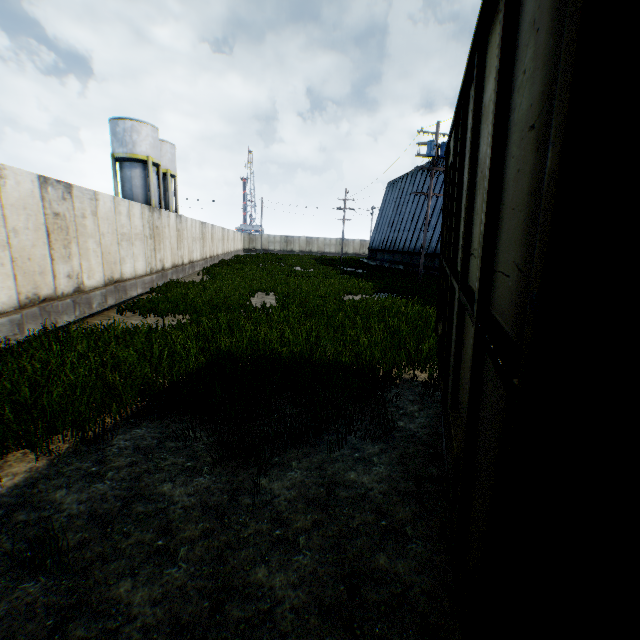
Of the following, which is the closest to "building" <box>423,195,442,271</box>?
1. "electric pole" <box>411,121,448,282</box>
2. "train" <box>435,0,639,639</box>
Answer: "electric pole" <box>411,121,448,282</box>

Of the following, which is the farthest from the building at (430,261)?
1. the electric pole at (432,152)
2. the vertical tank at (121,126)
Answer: the vertical tank at (121,126)

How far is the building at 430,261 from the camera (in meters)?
28.26

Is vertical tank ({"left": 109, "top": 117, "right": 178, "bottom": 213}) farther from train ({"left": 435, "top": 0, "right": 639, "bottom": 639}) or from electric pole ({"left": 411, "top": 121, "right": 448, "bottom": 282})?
train ({"left": 435, "top": 0, "right": 639, "bottom": 639})

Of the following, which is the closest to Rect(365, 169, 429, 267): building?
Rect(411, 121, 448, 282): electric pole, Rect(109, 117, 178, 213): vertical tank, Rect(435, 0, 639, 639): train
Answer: Rect(411, 121, 448, 282): electric pole

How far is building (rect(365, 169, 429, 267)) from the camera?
33.1 meters

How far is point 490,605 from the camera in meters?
1.1
